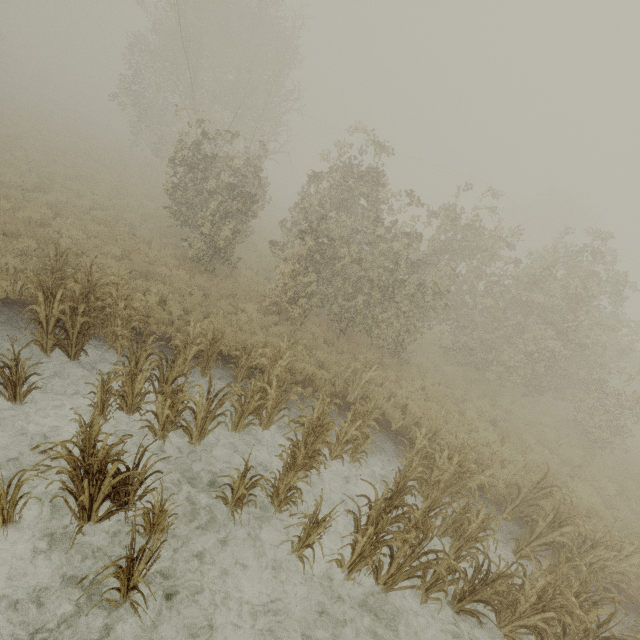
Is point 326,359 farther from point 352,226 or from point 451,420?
point 352,226

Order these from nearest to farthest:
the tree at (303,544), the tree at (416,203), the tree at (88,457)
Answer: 1. the tree at (88,457)
2. the tree at (303,544)
3. the tree at (416,203)

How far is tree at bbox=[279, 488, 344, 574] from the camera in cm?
459

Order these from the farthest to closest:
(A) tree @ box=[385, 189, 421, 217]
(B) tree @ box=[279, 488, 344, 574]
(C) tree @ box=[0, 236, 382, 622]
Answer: (A) tree @ box=[385, 189, 421, 217]
(B) tree @ box=[279, 488, 344, 574]
(C) tree @ box=[0, 236, 382, 622]

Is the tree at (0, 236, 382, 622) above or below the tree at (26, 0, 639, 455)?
below

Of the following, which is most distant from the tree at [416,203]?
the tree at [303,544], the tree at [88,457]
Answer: the tree at [303,544]

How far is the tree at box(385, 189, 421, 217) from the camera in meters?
11.0

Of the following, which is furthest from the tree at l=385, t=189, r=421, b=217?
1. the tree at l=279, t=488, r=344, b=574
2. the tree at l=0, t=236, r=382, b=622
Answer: the tree at l=279, t=488, r=344, b=574
